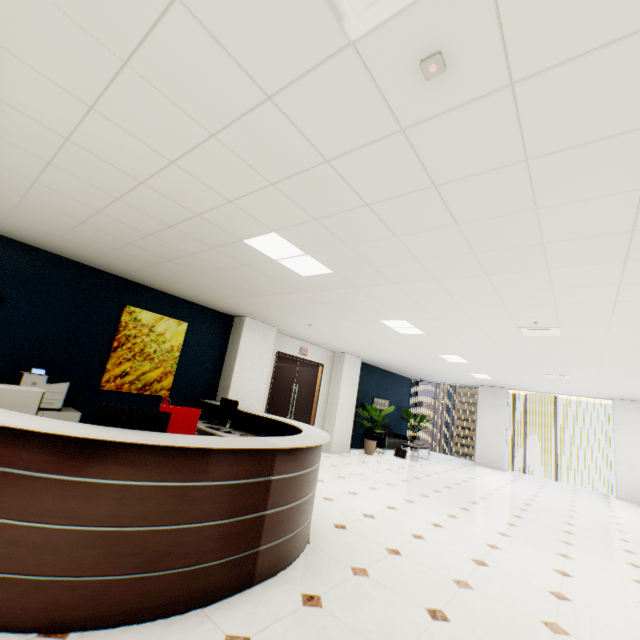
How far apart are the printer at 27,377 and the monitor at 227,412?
2.3 meters

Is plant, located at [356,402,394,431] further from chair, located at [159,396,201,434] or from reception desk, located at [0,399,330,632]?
chair, located at [159,396,201,434]

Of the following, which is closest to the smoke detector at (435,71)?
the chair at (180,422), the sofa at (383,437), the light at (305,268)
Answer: the light at (305,268)

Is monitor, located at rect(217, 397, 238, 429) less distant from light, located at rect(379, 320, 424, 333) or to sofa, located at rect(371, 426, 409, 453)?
light, located at rect(379, 320, 424, 333)

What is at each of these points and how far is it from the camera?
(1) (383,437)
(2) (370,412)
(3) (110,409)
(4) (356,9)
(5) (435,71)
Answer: (1) sofa, 11.1m
(2) plant, 10.4m
(3) monitor, 2.5m
(4) ceiling vent, 1.2m
(5) smoke detector, 1.4m

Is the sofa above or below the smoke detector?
below

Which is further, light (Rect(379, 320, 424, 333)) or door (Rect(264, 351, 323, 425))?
door (Rect(264, 351, 323, 425))

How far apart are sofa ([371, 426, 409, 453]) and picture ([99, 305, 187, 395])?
7.57m
